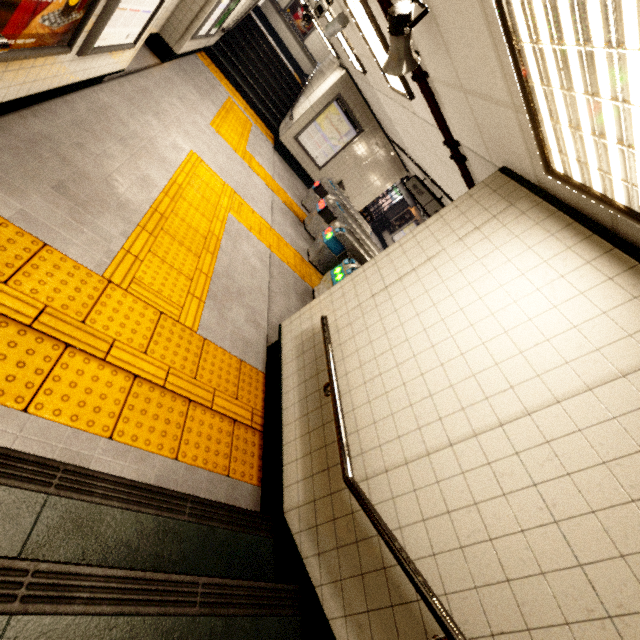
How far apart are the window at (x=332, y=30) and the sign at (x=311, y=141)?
4.5m

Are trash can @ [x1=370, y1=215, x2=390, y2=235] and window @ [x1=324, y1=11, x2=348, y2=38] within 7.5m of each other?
no

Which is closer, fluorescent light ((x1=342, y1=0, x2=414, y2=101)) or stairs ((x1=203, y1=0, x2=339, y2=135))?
fluorescent light ((x1=342, y1=0, x2=414, y2=101))

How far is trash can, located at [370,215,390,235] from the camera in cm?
2009

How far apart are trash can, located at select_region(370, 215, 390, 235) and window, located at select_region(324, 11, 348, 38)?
15.32m

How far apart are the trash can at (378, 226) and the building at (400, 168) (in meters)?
8.86

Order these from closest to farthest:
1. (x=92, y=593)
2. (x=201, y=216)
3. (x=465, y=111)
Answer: (x=92, y=593)
(x=465, y=111)
(x=201, y=216)

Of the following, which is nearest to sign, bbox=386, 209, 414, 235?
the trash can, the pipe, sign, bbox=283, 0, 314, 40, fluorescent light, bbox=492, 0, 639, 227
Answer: the trash can
